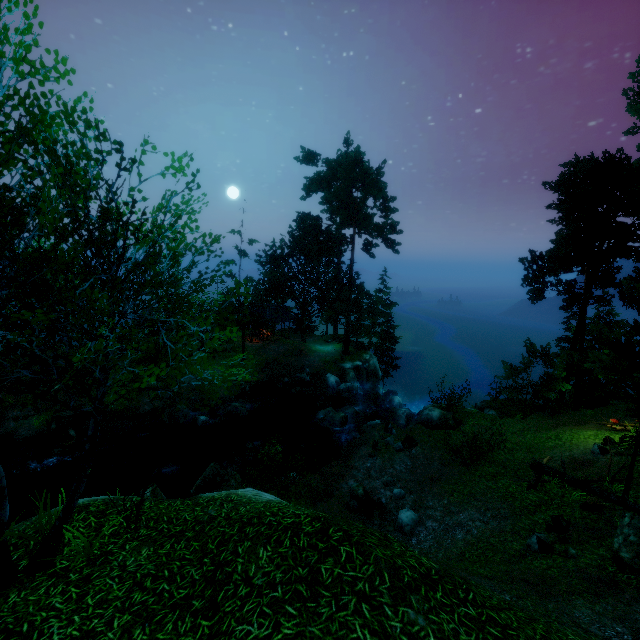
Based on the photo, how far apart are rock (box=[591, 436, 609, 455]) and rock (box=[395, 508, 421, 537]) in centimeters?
1021cm

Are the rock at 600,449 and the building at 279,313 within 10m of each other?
no

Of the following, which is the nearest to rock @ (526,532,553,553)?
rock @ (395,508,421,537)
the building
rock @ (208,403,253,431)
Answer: rock @ (395,508,421,537)

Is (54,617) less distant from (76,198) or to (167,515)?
(167,515)

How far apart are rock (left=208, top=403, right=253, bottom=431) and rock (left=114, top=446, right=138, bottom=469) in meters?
4.8

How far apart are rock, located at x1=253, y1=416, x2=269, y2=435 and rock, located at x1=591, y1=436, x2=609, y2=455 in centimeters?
1981cm

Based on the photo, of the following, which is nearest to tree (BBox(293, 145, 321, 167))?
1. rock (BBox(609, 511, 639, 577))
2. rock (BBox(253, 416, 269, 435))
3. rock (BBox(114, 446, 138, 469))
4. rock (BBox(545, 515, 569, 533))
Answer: rock (BBox(609, 511, 639, 577))

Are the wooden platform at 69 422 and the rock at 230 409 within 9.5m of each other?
yes
